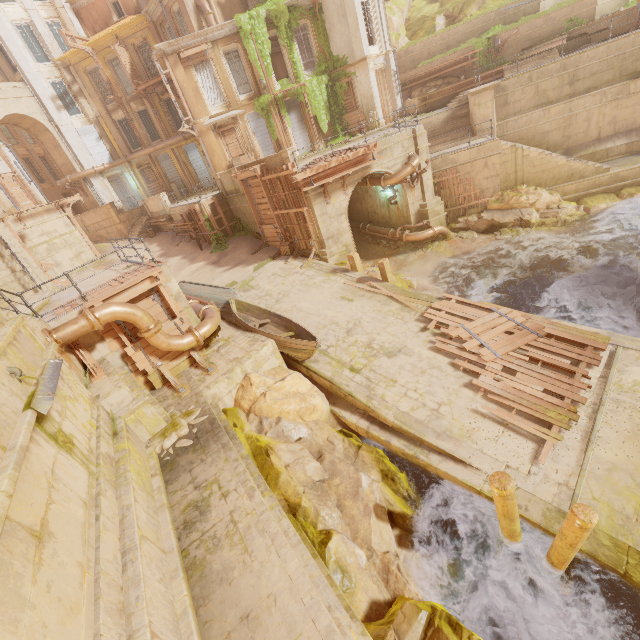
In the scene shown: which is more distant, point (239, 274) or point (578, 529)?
point (239, 274)

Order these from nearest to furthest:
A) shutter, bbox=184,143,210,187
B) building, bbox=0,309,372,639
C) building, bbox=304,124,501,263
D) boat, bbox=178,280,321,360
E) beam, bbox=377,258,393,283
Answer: building, bbox=0,309,372,639 < boat, bbox=178,280,321,360 < beam, bbox=377,258,393,283 < building, bbox=304,124,501,263 < shutter, bbox=184,143,210,187

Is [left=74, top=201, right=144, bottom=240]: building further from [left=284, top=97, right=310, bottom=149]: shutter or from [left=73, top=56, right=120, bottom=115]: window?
[left=73, top=56, right=120, bottom=115]: window

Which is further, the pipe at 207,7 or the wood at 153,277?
the pipe at 207,7

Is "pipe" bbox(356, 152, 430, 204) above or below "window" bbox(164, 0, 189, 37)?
below

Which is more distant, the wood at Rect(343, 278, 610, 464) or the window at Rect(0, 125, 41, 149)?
the window at Rect(0, 125, 41, 149)

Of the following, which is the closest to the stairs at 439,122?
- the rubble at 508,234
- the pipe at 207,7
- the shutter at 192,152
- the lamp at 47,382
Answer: the rubble at 508,234

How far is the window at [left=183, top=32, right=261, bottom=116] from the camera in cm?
2206
